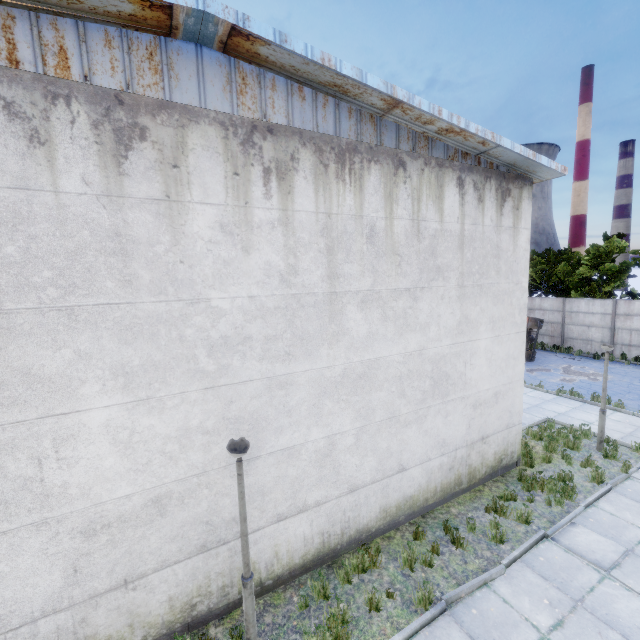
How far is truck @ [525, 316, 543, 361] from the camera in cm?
1936

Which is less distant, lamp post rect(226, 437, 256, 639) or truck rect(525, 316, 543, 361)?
lamp post rect(226, 437, 256, 639)

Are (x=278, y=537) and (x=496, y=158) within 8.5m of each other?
no

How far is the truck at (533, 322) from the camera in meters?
19.4 m

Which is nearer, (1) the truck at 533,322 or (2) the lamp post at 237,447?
(2) the lamp post at 237,447
